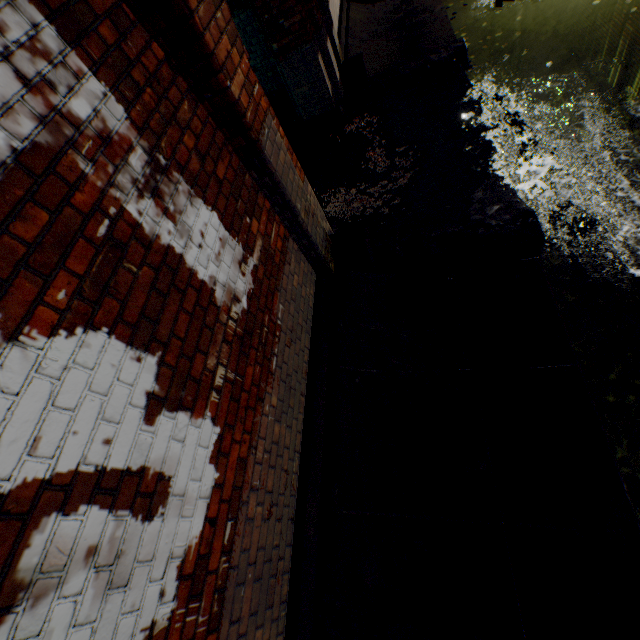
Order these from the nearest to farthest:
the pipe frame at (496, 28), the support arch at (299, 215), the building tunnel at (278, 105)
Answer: the support arch at (299, 215) < the building tunnel at (278, 105) < the pipe frame at (496, 28)

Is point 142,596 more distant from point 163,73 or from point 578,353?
point 578,353

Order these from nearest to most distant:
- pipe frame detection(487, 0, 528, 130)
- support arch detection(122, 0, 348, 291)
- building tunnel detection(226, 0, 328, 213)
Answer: support arch detection(122, 0, 348, 291), building tunnel detection(226, 0, 328, 213), pipe frame detection(487, 0, 528, 130)

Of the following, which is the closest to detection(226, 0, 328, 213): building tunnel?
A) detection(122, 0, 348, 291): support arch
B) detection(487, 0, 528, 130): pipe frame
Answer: detection(122, 0, 348, 291): support arch

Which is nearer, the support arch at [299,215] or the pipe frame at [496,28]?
the support arch at [299,215]

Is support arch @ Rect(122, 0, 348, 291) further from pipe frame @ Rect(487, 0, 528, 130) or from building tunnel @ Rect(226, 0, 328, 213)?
pipe frame @ Rect(487, 0, 528, 130)
